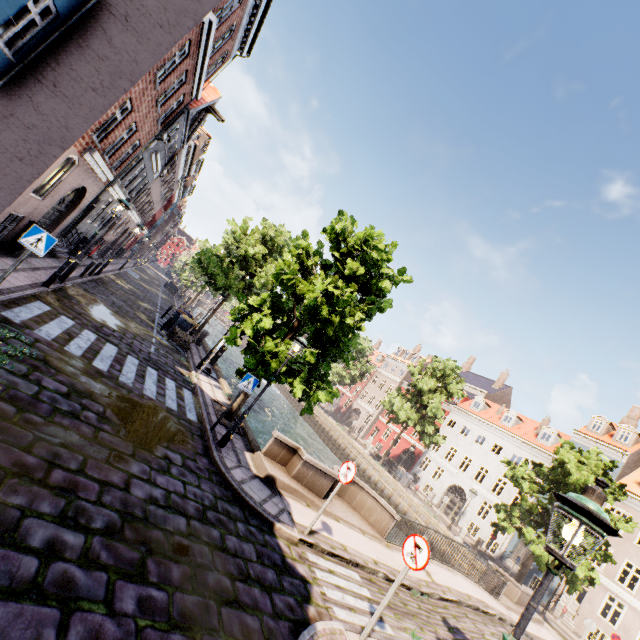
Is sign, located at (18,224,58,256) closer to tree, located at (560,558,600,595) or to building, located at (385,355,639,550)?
tree, located at (560,558,600,595)

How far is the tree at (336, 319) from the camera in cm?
1012

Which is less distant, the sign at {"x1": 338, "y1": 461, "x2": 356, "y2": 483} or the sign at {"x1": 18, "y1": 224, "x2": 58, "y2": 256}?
the sign at {"x1": 18, "y1": 224, "x2": 58, "y2": 256}

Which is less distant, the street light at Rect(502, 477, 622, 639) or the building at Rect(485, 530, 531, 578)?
the street light at Rect(502, 477, 622, 639)

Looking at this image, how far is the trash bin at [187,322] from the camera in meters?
18.0 m

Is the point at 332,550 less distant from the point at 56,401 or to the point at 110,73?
the point at 56,401

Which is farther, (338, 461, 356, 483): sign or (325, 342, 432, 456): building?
(325, 342, 432, 456): building

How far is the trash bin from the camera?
18.0 meters
